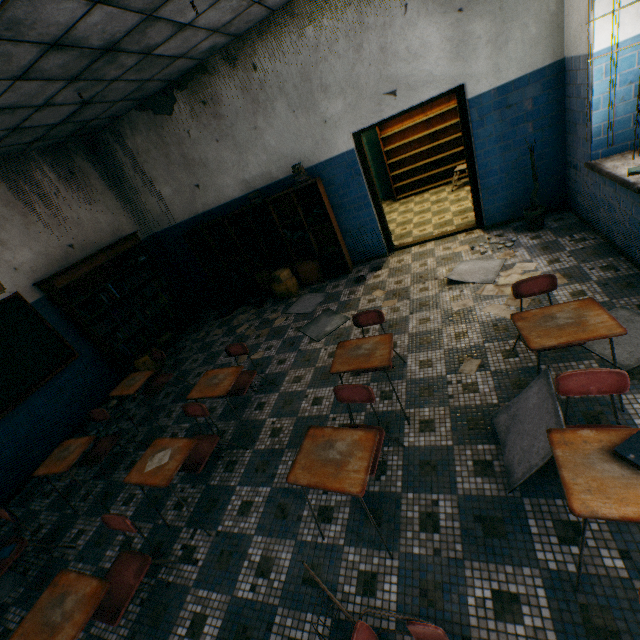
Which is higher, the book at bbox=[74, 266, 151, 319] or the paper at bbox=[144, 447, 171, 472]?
the book at bbox=[74, 266, 151, 319]

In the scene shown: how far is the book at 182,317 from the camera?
7.0m

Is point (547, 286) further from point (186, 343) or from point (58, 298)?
point (58, 298)

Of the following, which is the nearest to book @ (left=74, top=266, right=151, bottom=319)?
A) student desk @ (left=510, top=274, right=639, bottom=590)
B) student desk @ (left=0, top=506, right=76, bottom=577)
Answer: student desk @ (left=0, top=506, right=76, bottom=577)

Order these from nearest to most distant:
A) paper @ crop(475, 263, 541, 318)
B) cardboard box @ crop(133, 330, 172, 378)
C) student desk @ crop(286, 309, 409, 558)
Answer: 1. student desk @ crop(286, 309, 409, 558)
2. paper @ crop(475, 263, 541, 318)
3. cardboard box @ crop(133, 330, 172, 378)

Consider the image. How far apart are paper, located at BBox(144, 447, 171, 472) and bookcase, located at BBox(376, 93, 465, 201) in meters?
8.4 m

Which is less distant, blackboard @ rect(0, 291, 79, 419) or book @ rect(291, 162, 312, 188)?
blackboard @ rect(0, 291, 79, 419)

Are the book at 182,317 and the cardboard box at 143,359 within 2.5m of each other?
yes
